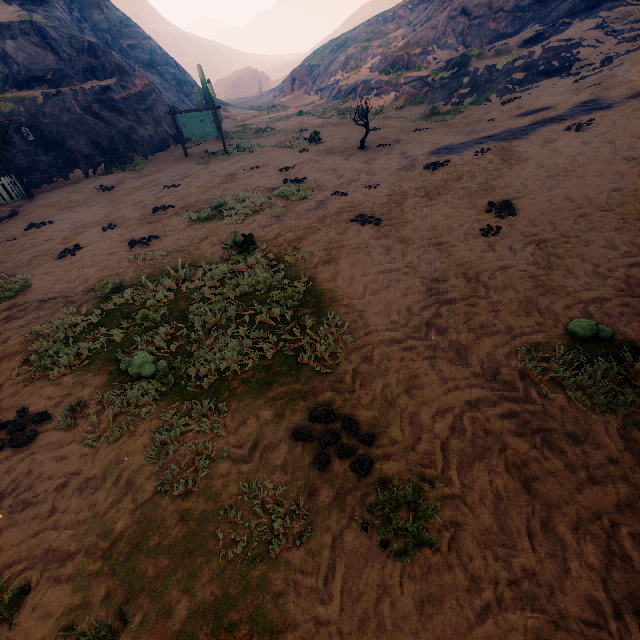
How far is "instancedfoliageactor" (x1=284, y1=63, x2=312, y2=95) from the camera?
40.94m

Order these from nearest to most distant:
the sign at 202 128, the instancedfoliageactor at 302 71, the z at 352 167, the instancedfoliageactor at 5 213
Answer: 1. the z at 352 167
2. the instancedfoliageactor at 5 213
3. the sign at 202 128
4. the instancedfoliageactor at 302 71

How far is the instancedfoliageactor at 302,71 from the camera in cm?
4094

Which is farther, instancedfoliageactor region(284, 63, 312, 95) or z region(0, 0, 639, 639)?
instancedfoliageactor region(284, 63, 312, 95)

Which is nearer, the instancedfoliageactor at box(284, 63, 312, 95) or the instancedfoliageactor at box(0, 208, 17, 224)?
the instancedfoliageactor at box(0, 208, 17, 224)

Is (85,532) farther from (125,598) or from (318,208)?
(318,208)

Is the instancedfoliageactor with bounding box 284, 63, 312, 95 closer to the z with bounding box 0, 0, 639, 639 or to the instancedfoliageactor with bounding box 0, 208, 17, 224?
the z with bounding box 0, 0, 639, 639

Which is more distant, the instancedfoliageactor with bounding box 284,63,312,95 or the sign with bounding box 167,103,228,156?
the instancedfoliageactor with bounding box 284,63,312,95
